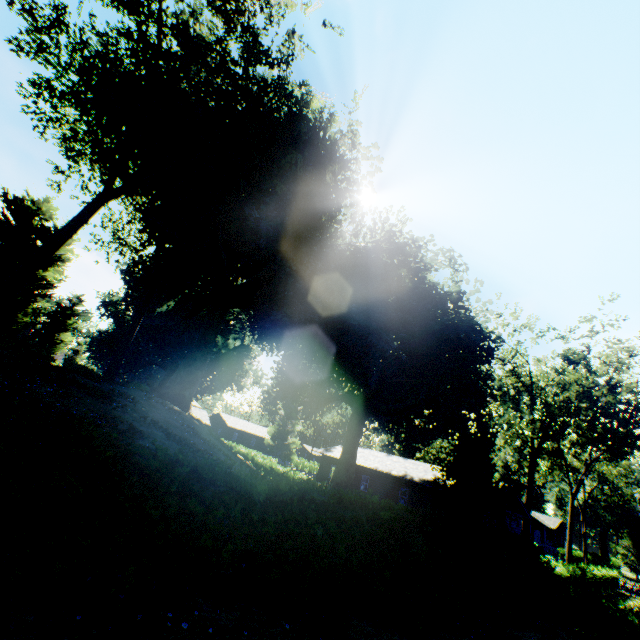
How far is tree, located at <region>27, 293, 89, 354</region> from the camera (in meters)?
47.44

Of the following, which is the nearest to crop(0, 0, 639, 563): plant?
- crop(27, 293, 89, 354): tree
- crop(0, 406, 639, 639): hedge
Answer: crop(27, 293, 89, 354): tree

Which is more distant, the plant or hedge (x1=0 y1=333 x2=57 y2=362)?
hedge (x1=0 y1=333 x2=57 y2=362)

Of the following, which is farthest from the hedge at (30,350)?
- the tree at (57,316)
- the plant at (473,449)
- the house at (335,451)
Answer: the tree at (57,316)

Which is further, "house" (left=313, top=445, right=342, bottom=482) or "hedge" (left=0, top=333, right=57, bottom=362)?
"house" (left=313, top=445, right=342, bottom=482)

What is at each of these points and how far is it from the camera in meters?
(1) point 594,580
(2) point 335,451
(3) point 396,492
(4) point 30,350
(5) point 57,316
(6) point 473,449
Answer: (1) hedge, 29.4
(2) house, 41.6
(3) house, 33.0
(4) hedge, 16.0
(5) tree, 49.3
(6) plant, 17.5

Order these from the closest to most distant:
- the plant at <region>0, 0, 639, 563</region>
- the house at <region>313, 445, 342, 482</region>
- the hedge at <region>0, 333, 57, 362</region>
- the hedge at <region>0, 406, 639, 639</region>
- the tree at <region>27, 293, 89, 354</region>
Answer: the hedge at <region>0, 406, 639, 639</region> → the plant at <region>0, 0, 639, 563</region> → the hedge at <region>0, 333, 57, 362</region> → the house at <region>313, 445, 342, 482</region> → the tree at <region>27, 293, 89, 354</region>

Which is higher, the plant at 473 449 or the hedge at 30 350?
the plant at 473 449
